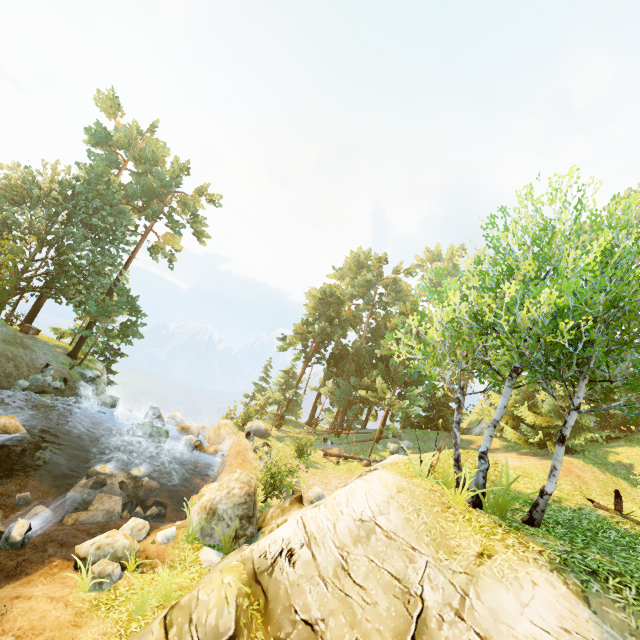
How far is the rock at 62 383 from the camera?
21.4m

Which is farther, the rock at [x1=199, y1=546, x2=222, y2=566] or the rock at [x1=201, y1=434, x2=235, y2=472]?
the rock at [x1=201, y1=434, x2=235, y2=472]

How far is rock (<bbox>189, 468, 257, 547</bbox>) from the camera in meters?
11.1 m

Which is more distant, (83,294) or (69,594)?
(83,294)

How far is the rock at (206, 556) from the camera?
10.1 meters

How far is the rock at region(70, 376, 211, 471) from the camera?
19.7m
